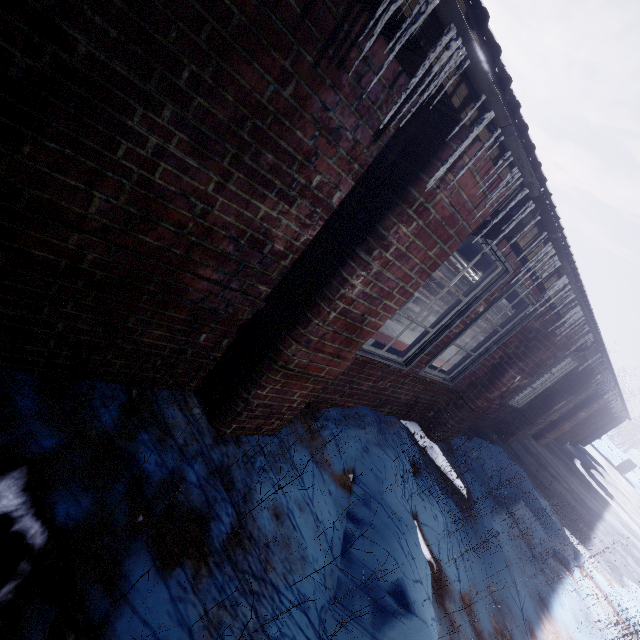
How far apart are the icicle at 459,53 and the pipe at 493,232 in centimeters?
95cm

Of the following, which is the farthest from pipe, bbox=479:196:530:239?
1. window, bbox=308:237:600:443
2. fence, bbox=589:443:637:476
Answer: fence, bbox=589:443:637:476

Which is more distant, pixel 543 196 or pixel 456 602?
pixel 456 602

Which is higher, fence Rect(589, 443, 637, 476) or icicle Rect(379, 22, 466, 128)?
icicle Rect(379, 22, 466, 128)

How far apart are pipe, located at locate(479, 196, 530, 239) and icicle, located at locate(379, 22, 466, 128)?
0.9m

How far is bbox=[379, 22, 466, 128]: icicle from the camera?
1.0m

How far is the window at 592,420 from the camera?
10.2 meters

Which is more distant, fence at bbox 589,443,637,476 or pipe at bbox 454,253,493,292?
fence at bbox 589,443,637,476
